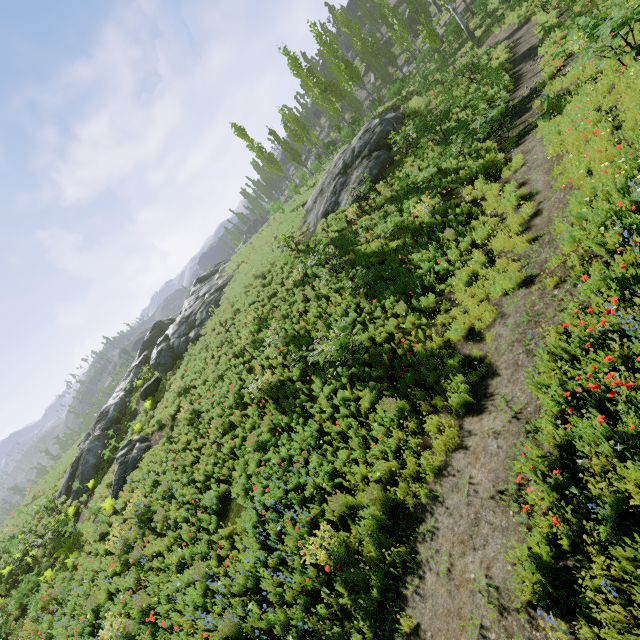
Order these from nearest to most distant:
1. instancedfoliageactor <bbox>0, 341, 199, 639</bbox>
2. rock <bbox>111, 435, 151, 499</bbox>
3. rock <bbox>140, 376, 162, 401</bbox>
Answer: instancedfoliageactor <bbox>0, 341, 199, 639</bbox> < rock <bbox>111, 435, 151, 499</bbox> < rock <bbox>140, 376, 162, 401</bbox>

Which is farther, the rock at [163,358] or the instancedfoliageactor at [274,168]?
the instancedfoliageactor at [274,168]

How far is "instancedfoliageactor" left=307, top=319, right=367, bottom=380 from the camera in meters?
8.4

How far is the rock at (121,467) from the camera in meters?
15.1 m

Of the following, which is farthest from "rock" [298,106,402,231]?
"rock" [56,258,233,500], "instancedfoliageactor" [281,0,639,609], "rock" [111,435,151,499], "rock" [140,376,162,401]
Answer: "rock" [56,258,233,500]

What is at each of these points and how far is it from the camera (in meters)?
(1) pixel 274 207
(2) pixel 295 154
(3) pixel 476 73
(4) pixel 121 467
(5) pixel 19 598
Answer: (1) instancedfoliageactor, 29.86
(2) instancedfoliageactor, 40.78
(3) instancedfoliageactor, 19.56
(4) rock, 15.53
(5) instancedfoliageactor, 13.09

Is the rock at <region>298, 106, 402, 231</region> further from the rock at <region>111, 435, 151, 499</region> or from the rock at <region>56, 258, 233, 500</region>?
the rock at <region>56, 258, 233, 500</region>

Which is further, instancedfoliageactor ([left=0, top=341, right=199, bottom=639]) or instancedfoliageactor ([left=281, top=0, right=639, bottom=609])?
instancedfoliageactor ([left=0, top=341, right=199, bottom=639])
